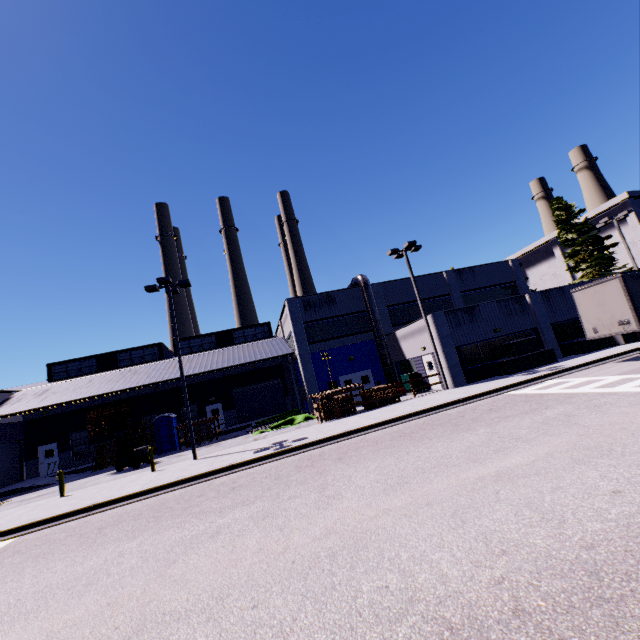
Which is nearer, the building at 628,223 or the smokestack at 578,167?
the building at 628,223

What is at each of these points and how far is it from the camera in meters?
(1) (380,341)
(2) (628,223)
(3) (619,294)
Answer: (1) vent duct, 27.6
(2) building, 39.7
(3) semi trailer, 15.5

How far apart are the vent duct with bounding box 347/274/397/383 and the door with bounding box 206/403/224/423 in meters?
4.7

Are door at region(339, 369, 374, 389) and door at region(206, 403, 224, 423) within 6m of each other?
no

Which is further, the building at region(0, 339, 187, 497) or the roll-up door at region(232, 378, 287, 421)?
the roll-up door at region(232, 378, 287, 421)

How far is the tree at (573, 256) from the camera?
28.1m

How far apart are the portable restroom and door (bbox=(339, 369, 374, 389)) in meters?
13.7 m

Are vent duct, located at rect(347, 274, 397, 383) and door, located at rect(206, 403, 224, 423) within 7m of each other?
yes
